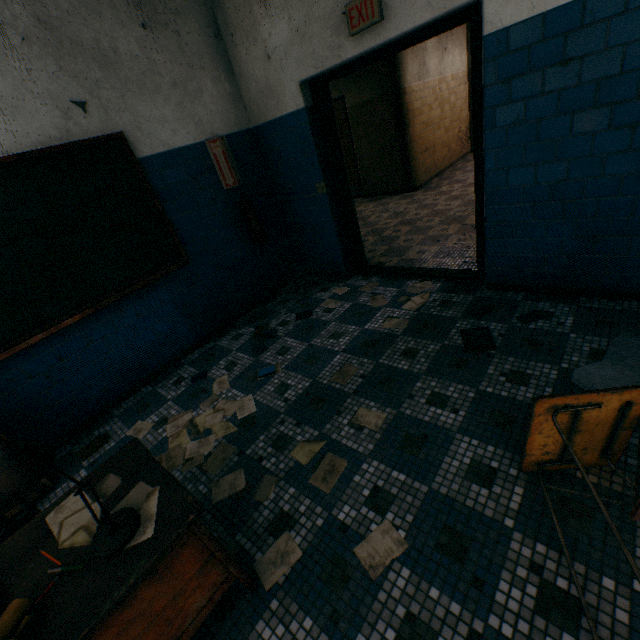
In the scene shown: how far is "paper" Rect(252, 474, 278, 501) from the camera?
1.96m

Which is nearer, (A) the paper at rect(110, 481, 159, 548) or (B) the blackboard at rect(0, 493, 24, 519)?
(A) the paper at rect(110, 481, 159, 548)

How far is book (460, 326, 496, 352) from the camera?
2.5 meters

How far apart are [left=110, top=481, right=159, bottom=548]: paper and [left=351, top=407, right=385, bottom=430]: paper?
1.3m

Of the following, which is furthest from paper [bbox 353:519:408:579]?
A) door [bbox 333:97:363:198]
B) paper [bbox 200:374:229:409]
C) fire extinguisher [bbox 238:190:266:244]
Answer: door [bbox 333:97:363:198]

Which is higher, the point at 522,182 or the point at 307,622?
the point at 522,182

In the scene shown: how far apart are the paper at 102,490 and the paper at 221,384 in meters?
0.7 m

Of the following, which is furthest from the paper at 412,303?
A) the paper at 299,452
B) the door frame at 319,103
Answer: the paper at 299,452
